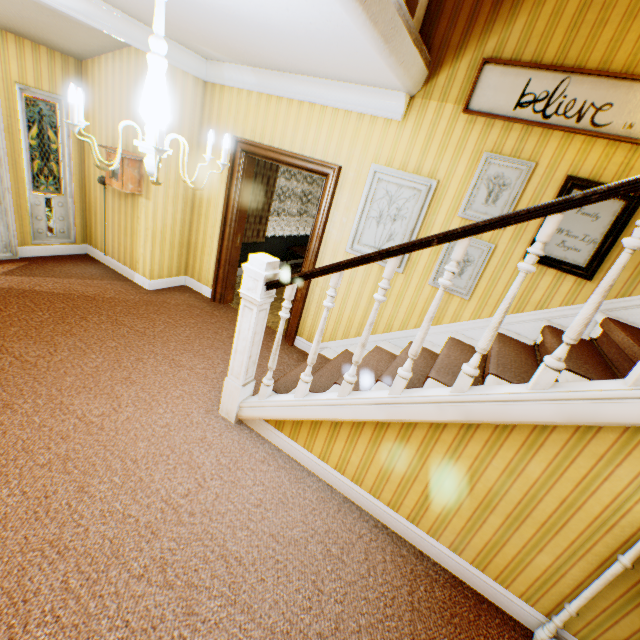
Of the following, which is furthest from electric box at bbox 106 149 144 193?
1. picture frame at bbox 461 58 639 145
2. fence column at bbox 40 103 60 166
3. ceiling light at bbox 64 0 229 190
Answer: fence column at bbox 40 103 60 166

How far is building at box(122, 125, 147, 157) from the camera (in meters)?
4.32

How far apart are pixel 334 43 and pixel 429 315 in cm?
222

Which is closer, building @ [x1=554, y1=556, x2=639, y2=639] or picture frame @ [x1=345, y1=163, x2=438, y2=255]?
building @ [x1=554, y1=556, x2=639, y2=639]

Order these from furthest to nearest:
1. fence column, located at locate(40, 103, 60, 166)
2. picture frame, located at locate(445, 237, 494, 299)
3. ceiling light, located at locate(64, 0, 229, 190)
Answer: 1. fence column, located at locate(40, 103, 60, 166)
2. picture frame, located at locate(445, 237, 494, 299)
3. ceiling light, located at locate(64, 0, 229, 190)

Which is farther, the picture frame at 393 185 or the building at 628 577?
the picture frame at 393 185

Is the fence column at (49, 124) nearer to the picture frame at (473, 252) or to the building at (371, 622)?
the building at (371, 622)

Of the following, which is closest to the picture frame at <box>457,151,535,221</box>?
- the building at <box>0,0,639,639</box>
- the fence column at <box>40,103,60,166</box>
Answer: the building at <box>0,0,639,639</box>
